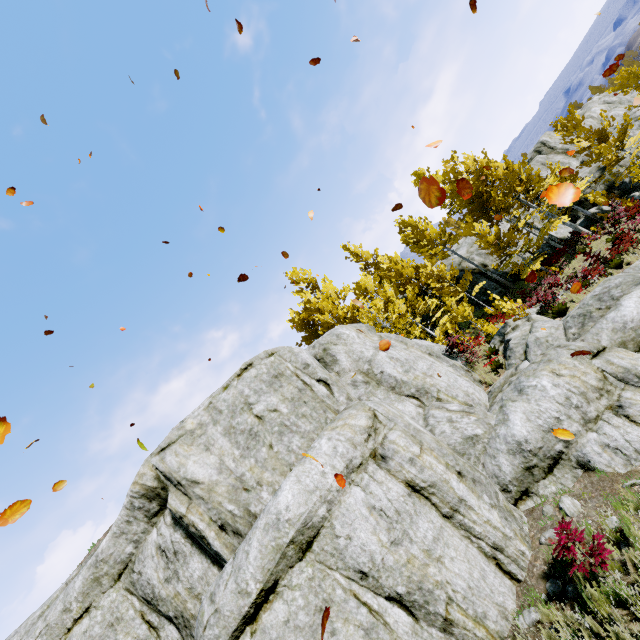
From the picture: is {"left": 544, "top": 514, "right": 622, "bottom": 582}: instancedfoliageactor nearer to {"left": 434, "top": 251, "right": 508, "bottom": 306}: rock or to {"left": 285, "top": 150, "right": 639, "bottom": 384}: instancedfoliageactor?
{"left": 434, "top": 251, "right": 508, "bottom": 306}: rock

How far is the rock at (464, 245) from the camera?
24.0 meters

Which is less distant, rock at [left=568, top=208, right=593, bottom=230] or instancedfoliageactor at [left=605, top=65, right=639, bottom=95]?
instancedfoliageactor at [left=605, top=65, right=639, bottom=95]

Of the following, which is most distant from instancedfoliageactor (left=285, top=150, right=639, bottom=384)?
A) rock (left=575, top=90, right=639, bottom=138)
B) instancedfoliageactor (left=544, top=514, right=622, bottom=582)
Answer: instancedfoliageactor (left=544, top=514, right=622, bottom=582)

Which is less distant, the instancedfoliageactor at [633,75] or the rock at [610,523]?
the rock at [610,523]

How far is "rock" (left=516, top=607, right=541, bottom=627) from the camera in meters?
5.8 m

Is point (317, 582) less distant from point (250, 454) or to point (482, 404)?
point (250, 454)
